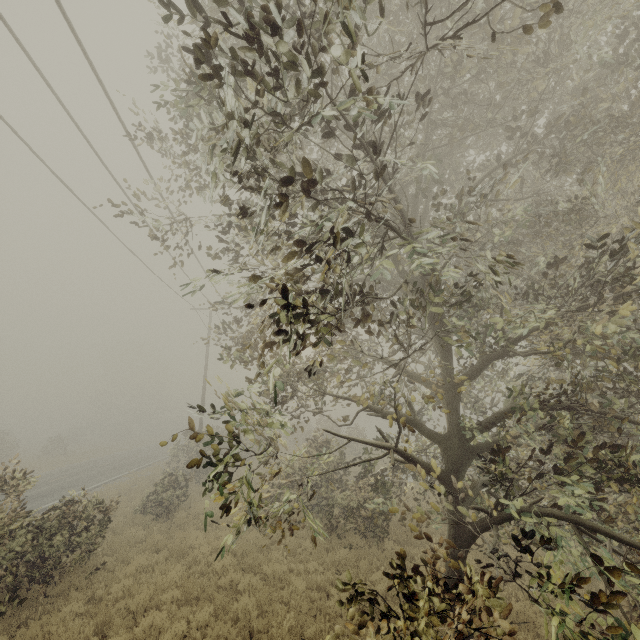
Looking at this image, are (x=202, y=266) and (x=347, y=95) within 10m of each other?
no

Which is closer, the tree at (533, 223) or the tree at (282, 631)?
the tree at (533, 223)

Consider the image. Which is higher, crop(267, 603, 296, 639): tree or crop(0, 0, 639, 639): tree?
crop(0, 0, 639, 639): tree

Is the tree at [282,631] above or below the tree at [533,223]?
below

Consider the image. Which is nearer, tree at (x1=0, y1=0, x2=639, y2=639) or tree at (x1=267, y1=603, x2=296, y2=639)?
tree at (x1=0, y1=0, x2=639, y2=639)
